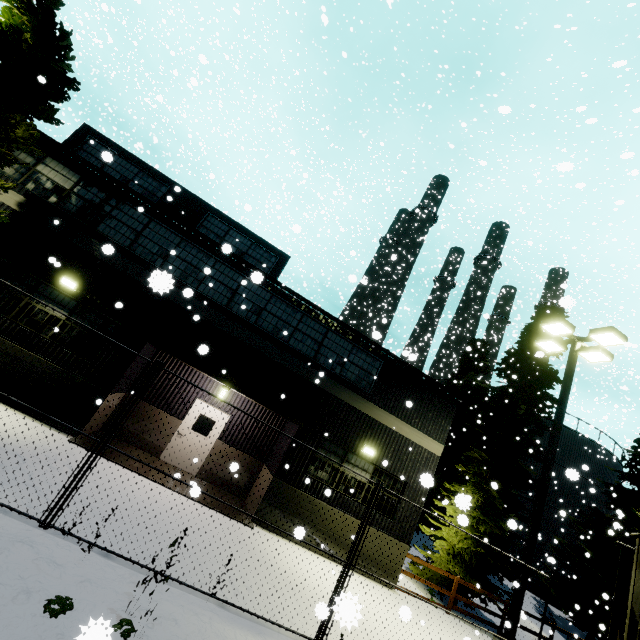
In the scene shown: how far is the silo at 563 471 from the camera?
22.5m

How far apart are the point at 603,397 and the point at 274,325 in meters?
46.6

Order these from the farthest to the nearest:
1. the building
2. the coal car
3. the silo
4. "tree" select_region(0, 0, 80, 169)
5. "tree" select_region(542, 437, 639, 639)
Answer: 1. the silo
2. "tree" select_region(542, 437, 639, 639)
3. the building
4. "tree" select_region(0, 0, 80, 169)
5. the coal car

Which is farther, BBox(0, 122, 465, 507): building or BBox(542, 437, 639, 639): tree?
BBox(542, 437, 639, 639): tree

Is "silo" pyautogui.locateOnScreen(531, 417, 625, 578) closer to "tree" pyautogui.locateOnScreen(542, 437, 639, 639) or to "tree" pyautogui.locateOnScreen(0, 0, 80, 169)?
"tree" pyautogui.locateOnScreen(542, 437, 639, 639)

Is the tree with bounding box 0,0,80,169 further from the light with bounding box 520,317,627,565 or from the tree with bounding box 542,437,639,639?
the tree with bounding box 542,437,639,639

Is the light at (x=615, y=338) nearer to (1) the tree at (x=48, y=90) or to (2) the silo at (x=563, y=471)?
(1) the tree at (x=48, y=90)

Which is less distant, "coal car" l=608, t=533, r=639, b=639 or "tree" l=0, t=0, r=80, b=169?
"coal car" l=608, t=533, r=639, b=639
